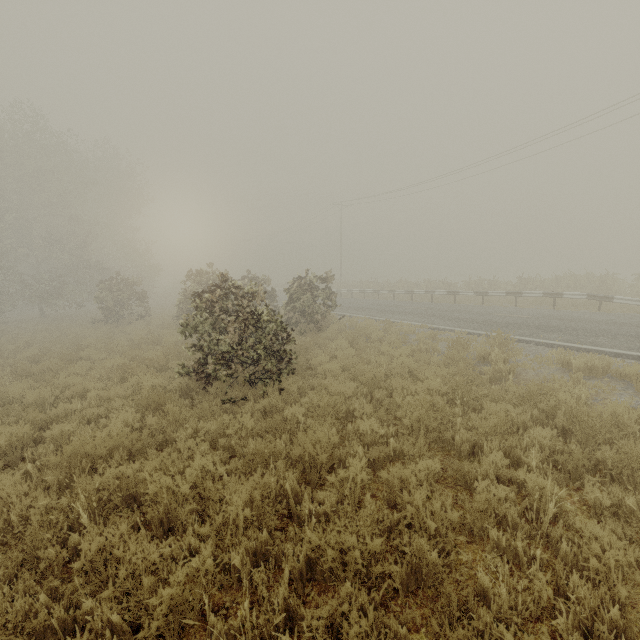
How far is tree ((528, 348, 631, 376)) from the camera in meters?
7.3

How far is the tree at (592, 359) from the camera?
7.3m

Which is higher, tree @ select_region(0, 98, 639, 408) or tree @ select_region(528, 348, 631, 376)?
tree @ select_region(0, 98, 639, 408)

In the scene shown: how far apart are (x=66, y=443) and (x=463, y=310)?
17.1 meters

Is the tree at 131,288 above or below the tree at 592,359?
above
